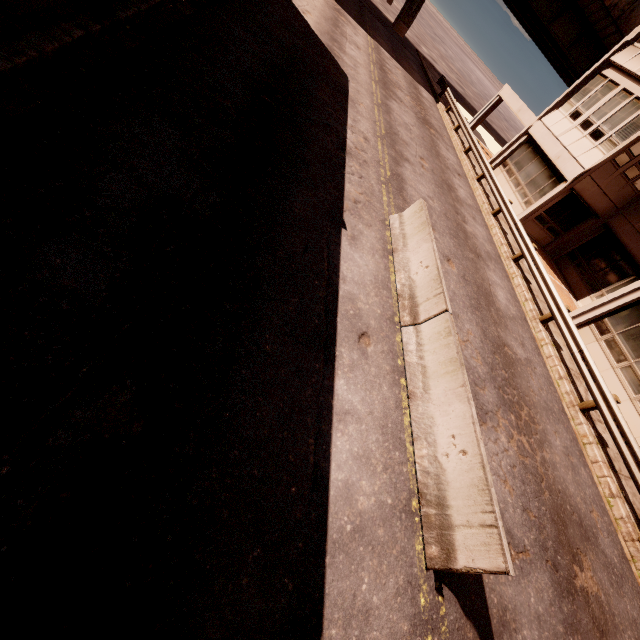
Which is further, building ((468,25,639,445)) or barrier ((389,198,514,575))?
building ((468,25,639,445))

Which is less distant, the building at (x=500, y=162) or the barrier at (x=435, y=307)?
the barrier at (x=435, y=307)

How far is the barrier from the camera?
4.2 meters

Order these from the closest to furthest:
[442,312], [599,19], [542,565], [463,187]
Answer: [542,565], [442,312], [463,187], [599,19]

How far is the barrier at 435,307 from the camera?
4.2m
